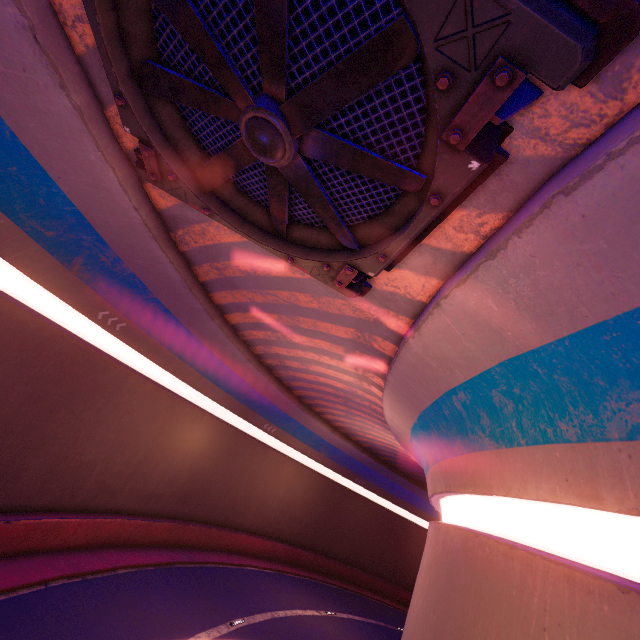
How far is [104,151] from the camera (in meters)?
7.10

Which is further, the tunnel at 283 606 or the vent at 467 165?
the tunnel at 283 606

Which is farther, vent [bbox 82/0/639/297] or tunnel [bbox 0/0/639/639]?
tunnel [bbox 0/0/639/639]
